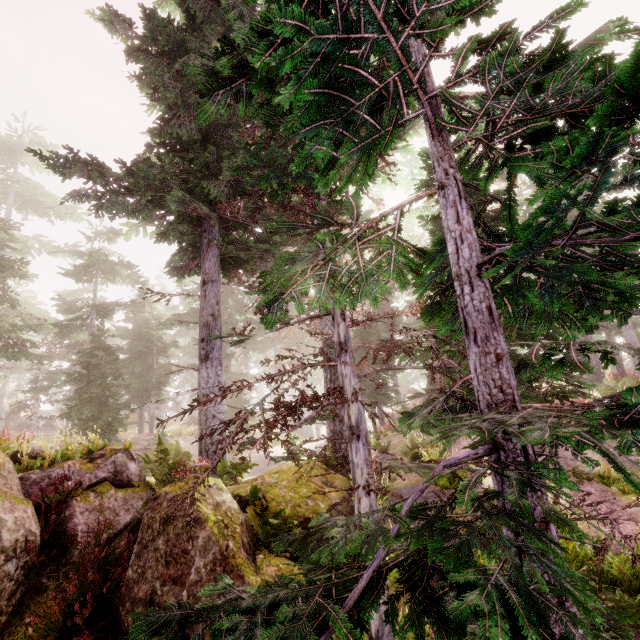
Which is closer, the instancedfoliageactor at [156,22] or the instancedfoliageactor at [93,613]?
the instancedfoliageactor at [156,22]

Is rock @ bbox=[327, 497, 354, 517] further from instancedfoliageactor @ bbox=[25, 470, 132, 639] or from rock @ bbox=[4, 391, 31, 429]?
rock @ bbox=[4, 391, 31, 429]

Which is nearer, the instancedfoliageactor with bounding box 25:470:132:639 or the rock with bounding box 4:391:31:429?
the instancedfoliageactor with bounding box 25:470:132:639

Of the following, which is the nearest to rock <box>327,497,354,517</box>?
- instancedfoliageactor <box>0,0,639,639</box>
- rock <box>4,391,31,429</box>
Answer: instancedfoliageactor <box>0,0,639,639</box>

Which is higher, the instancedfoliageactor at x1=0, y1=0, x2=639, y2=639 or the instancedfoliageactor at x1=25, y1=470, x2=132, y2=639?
the instancedfoliageactor at x1=0, y1=0, x2=639, y2=639

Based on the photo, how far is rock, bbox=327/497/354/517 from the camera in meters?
8.0 m

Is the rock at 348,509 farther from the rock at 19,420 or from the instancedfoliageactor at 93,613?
the rock at 19,420

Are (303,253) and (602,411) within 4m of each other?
yes
